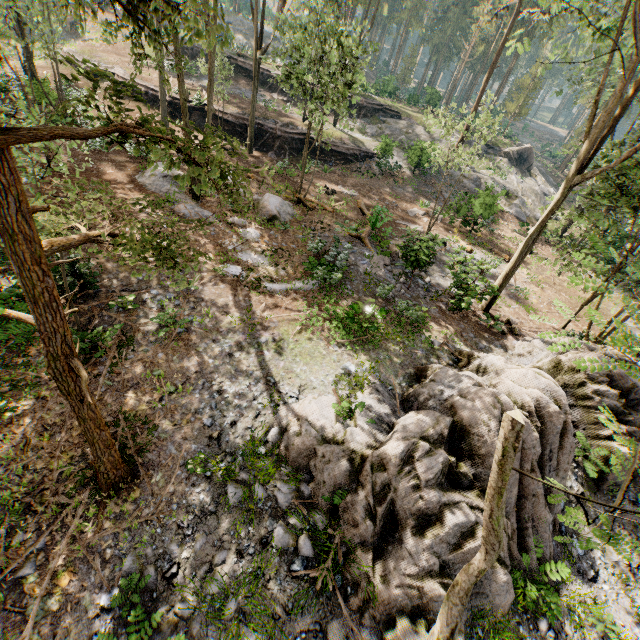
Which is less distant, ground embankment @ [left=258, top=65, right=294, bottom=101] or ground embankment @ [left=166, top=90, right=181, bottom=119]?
ground embankment @ [left=166, top=90, right=181, bottom=119]

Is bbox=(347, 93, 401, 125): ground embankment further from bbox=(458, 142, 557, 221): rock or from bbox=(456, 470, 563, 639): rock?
bbox=(456, 470, 563, 639): rock

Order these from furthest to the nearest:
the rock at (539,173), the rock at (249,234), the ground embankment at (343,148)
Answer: the rock at (539,173)
the ground embankment at (343,148)
the rock at (249,234)

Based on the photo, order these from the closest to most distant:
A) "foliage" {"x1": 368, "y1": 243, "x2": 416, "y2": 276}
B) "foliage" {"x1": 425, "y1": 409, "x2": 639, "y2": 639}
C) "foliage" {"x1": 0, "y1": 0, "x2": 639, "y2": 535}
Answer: "foliage" {"x1": 425, "y1": 409, "x2": 639, "y2": 639}, "foliage" {"x1": 0, "y1": 0, "x2": 639, "y2": 535}, "foliage" {"x1": 368, "y1": 243, "x2": 416, "y2": 276}

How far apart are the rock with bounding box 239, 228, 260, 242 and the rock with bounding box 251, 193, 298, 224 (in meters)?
1.30

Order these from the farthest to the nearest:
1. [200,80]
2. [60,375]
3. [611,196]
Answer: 1. [200,80]
2. [611,196]
3. [60,375]

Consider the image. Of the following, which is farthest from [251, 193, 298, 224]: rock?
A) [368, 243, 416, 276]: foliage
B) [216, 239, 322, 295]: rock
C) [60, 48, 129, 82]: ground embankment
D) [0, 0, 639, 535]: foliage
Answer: [60, 48, 129, 82]: ground embankment

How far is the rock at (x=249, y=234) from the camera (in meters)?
14.91
